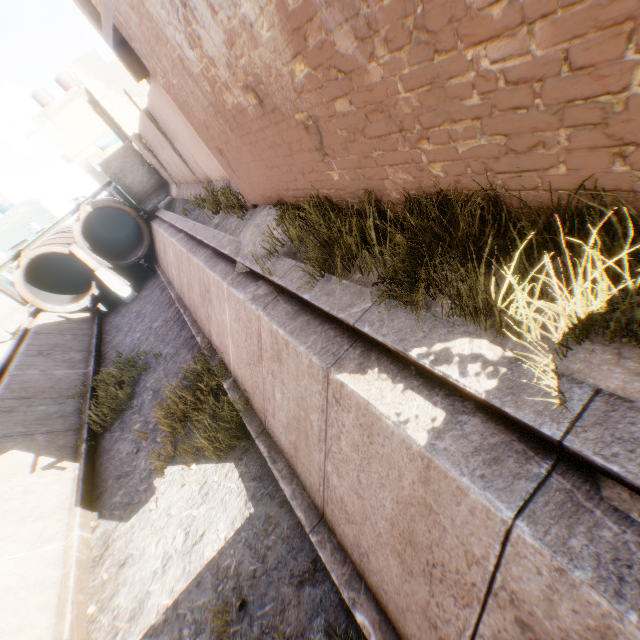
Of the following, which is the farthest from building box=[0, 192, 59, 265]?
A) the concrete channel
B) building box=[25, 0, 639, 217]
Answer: the concrete channel

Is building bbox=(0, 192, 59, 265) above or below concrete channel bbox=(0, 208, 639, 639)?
above

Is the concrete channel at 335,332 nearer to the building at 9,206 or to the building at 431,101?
the building at 431,101

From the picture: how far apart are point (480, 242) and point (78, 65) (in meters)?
30.48

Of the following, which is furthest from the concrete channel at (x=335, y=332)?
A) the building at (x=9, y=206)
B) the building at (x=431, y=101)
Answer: the building at (x=9, y=206)

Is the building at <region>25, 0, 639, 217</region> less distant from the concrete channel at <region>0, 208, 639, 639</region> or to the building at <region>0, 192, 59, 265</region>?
the concrete channel at <region>0, 208, 639, 639</region>
